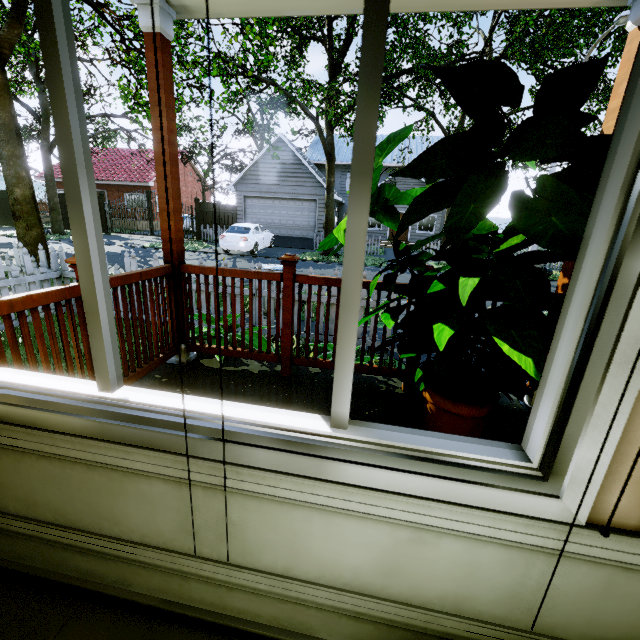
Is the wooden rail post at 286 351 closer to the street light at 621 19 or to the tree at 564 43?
the tree at 564 43

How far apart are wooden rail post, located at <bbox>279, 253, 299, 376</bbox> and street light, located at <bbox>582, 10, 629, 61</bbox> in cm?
1503

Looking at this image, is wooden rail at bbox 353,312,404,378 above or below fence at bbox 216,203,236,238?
below

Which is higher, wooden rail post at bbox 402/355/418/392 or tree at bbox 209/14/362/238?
tree at bbox 209/14/362/238

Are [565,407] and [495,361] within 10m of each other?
yes

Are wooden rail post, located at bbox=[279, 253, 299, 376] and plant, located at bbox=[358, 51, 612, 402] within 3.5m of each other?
yes

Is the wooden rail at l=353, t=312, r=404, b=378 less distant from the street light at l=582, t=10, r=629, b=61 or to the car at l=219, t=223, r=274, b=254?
the car at l=219, t=223, r=274, b=254

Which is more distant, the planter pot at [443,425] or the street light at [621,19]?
the street light at [621,19]
